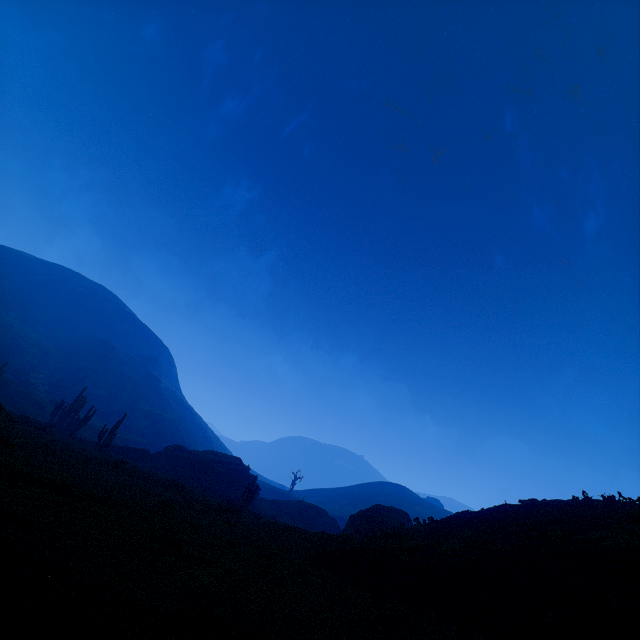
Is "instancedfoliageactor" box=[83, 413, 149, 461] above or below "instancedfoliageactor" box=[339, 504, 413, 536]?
below

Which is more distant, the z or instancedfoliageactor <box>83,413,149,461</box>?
instancedfoliageactor <box>83,413,149,461</box>

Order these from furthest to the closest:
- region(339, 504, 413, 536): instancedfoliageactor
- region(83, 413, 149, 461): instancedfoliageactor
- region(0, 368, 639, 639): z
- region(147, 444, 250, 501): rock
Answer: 1. region(147, 444, 250, 501): rock
2. region(83, 413, 149, 461): instancedfoliageactor
3. region(339, 504, 413, 536): instancedfoliageactor
4. region(0, 368, 639, 639): z

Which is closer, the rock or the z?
the z

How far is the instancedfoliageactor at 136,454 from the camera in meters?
31.1

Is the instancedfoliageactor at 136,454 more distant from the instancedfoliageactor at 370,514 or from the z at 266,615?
the instancedfoliageactor at 370,514

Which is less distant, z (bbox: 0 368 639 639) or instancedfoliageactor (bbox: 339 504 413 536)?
z (bbox: 0 368 639 639)

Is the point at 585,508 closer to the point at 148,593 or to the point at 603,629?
the point at 603,629
